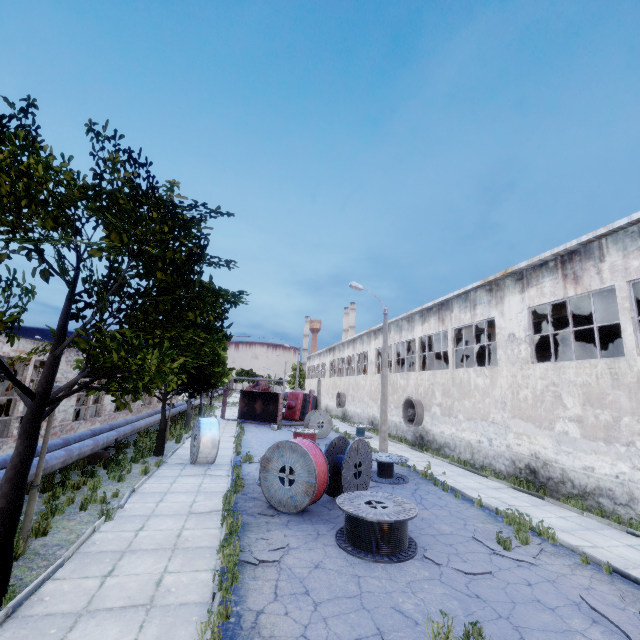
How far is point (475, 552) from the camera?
8.0m

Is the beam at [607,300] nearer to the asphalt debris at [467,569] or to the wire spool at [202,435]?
the asphalt debris at [467,569]

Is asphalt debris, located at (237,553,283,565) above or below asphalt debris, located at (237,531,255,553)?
above

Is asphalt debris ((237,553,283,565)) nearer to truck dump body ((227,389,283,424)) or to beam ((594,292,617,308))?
beam ((594,292,617,308))

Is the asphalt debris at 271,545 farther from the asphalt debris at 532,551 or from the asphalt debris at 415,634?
the asphalt debris at 532,551

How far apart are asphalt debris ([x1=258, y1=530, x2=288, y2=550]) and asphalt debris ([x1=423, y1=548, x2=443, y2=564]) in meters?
3.2

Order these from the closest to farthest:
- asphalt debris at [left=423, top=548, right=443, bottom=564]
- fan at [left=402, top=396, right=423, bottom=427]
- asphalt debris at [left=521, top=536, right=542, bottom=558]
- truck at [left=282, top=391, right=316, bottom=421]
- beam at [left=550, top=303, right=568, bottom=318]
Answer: asphalt debris at [left=423, top=548, right=443, bottom=564] < asphalt debris at [left=521, top=536, right=542, bottom=558] < beam at [left=550, top=303, right=568, bottom=318] < fan at [left=402, top=396, right=423, bottom=427] < truck at [left=282, top=391, right=316, bottom=421]

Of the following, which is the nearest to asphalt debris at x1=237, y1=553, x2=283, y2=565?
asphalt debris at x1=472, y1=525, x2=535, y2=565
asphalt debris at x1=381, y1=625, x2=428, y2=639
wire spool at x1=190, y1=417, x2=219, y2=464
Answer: asphalt debris at x1=381, y1=625, x2=428, y2=639
